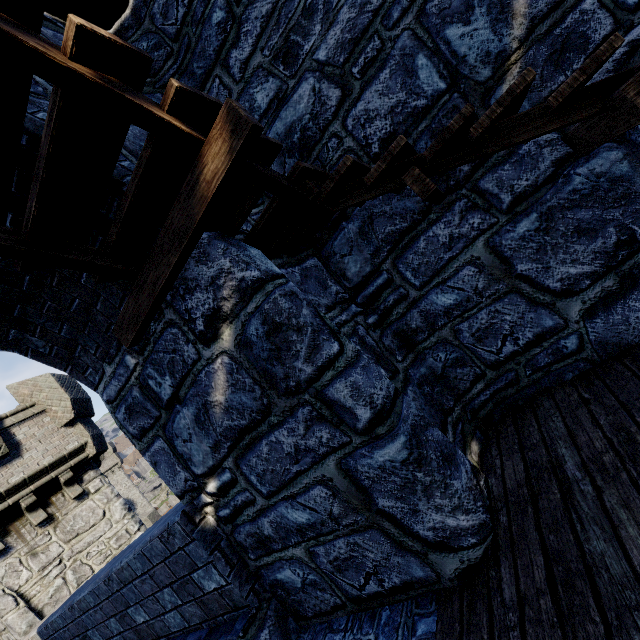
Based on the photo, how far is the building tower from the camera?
47.0 meters

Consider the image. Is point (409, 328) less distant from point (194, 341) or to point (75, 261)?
point (194, 341)

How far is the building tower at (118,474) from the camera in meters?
47.0

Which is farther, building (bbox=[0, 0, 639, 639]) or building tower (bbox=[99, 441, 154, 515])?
building tower (bbox=[99, 441, 154, 515])

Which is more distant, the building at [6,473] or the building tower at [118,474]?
the building tower at [118,474]
